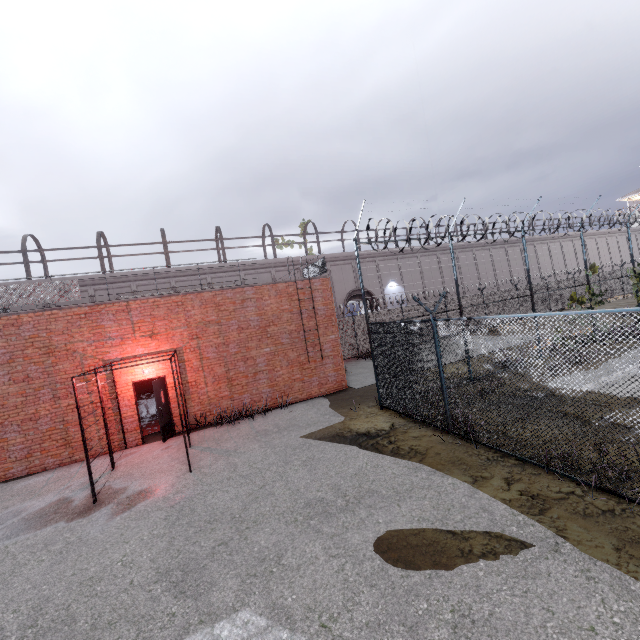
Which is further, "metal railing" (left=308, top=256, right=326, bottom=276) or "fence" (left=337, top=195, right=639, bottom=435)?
"metal railing" (left=308, top=256, right=326, bottom=276)

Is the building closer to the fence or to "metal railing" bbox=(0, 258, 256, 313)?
"metal railing" bbox=(0, 258, 256, 313)

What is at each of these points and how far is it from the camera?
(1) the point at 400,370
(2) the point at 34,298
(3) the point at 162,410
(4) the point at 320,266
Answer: (1) fence, 9.1m
(2) metal railing, 10.2m
(3) building, 11.0m
(4) metal railing, 14.7m

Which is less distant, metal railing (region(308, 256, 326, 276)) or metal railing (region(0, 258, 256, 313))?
metal railing (region(0, 258, 256, 313))

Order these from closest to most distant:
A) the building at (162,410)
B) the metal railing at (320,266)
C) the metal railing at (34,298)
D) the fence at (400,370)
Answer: the fence at (400,370) → the metal railing at (34,298) → the building at (162,410) → the metal railing at (320,266)

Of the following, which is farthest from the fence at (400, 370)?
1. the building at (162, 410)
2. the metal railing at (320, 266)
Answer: the building at (162, 410)
